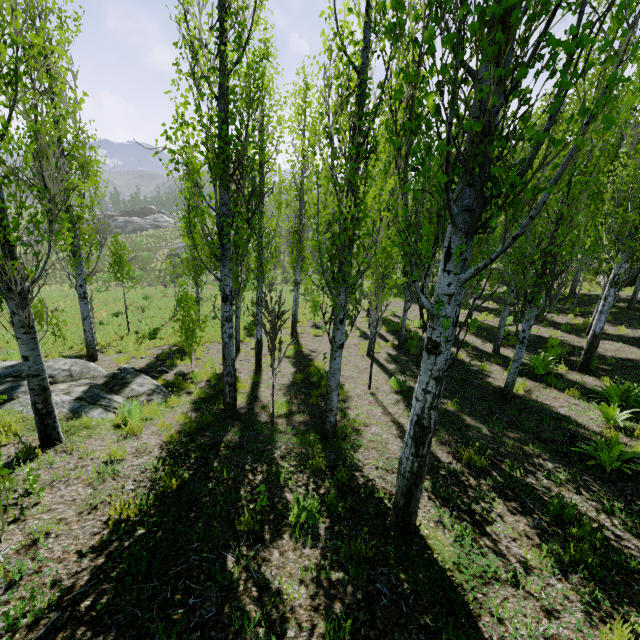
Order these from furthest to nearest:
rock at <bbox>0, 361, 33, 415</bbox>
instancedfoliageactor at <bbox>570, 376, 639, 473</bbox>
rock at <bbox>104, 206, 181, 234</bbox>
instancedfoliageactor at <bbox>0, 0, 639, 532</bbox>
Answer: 1. rock at <bbox>104, 206, 181, 234</bbox>
2. rock at <bbox>0, 361, 33, 415</bbox>
3. instancedfoliageactor at <bbox>570, 376, 639, 473</bbox>
4. instancedfoliageactor at <bbox>0, 0, 639, 532</bbox>

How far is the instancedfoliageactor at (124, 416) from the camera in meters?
6.0 m

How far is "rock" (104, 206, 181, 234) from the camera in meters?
48.8

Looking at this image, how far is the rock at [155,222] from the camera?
48.8m

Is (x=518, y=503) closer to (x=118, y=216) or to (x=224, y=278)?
(x=224, y=278)

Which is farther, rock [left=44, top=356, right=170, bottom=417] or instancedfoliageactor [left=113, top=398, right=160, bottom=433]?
rock [left=44, top=356, right=170, bottom=417]

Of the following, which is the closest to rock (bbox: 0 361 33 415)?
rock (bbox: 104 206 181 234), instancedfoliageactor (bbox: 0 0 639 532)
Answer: instancedfoliageactor (bbox: 0 0 639 532)

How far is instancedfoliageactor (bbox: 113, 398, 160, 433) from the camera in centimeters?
600cm
